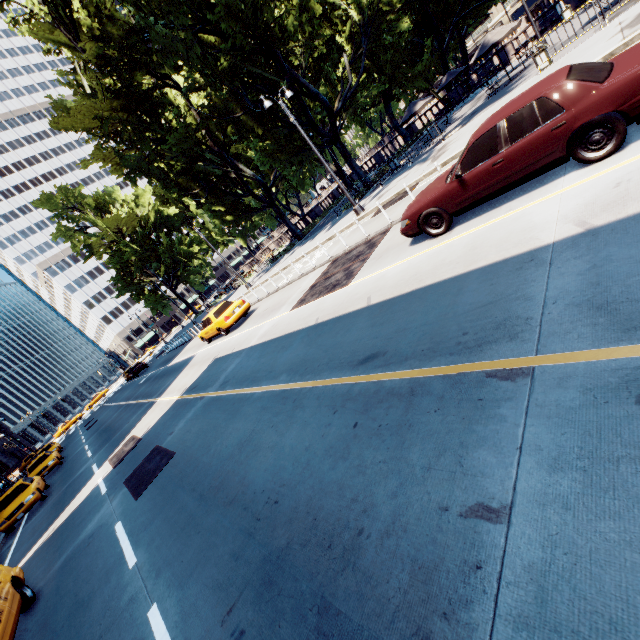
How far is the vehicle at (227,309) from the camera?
16.8 meters

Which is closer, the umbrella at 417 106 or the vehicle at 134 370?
the umbrella at 417 106

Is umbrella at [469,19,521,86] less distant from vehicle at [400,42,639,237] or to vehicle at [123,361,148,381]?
vehicle at [400,42,639,237]

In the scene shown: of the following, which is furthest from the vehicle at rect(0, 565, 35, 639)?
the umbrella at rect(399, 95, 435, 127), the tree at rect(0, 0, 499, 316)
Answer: the umbrella at rect(399, 95, 435, 127)

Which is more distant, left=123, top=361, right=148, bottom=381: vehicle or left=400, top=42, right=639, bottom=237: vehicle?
left=123, top=361, right=148, bottom=381: vehicle

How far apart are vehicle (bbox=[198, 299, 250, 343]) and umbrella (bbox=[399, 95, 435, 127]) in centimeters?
1700cm

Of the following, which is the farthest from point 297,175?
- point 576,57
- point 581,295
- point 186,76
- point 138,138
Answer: point 581,295

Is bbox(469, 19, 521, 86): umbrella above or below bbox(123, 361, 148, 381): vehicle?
above
